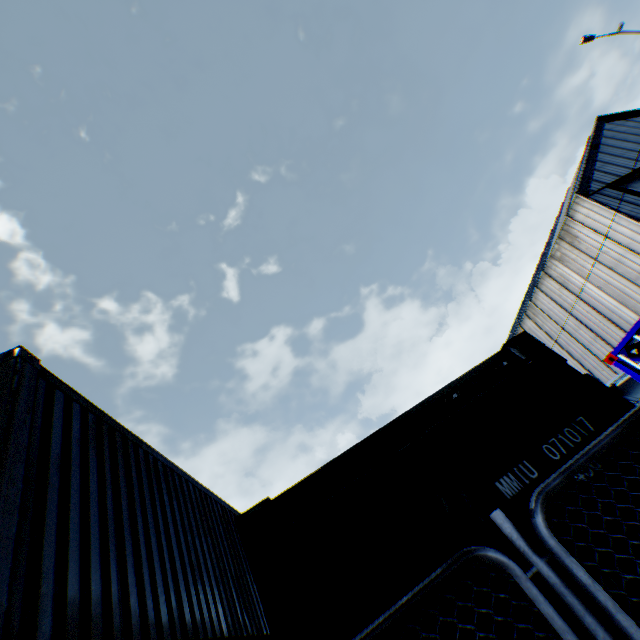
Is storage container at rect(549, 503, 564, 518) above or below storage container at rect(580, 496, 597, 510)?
above

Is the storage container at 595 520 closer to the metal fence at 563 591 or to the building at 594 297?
the metal fence at 563 591

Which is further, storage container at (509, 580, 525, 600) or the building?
the building

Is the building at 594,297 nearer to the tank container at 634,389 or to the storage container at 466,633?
the tank container at 634,389

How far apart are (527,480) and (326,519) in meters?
1.3

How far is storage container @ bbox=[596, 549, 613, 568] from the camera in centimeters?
164cm

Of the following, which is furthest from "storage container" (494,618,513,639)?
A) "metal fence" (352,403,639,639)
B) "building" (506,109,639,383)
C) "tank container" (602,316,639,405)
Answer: "building" (506,109,639,383)

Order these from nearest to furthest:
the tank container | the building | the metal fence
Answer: the metal fence → the tank container → the building
